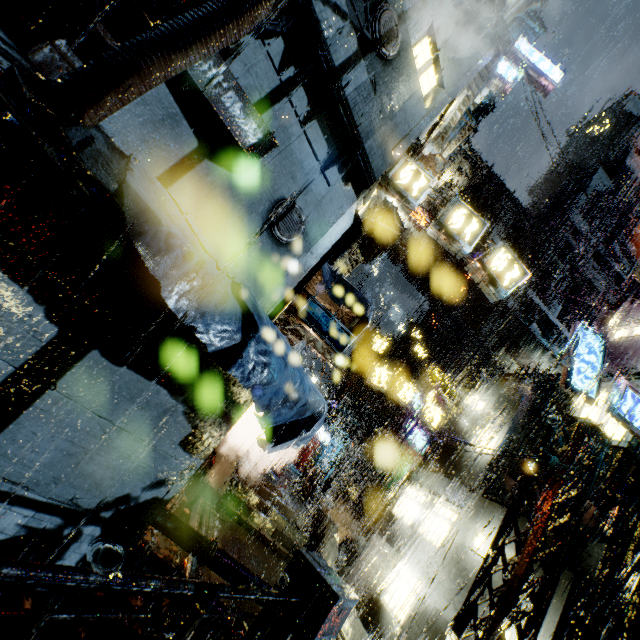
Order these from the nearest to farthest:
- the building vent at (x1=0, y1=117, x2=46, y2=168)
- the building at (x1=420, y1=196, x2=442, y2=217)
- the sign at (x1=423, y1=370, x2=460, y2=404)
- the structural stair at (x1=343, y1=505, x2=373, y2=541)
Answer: the building vent at (x1=0, y1=117, x2=46, y2=168), the sign at (x1=423, y1=370, x2=460, y2=404), the structural stair at (x1=343, y1=505, x2=373, y2=541), the building at (x1=420, y1=196, x2=442, y2=217)

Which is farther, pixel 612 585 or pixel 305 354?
pixel 305 354

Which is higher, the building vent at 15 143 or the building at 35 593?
the building vent at 15 143

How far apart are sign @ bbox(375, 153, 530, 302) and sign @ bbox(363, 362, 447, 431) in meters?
9.6

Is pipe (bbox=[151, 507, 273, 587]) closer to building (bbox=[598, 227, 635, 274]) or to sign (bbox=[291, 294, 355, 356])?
building (bbox=[598, 227, 635, 274])

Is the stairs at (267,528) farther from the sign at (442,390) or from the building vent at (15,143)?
the building vent at (15,143)

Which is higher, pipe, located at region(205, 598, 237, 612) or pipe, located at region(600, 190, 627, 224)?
pipe, located at region(600, 190, 627, 224)

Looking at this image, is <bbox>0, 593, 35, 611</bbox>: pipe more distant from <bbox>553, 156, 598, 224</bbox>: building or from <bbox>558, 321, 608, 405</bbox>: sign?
<bbox>558, 321, 608, 405</bbox>: sign
